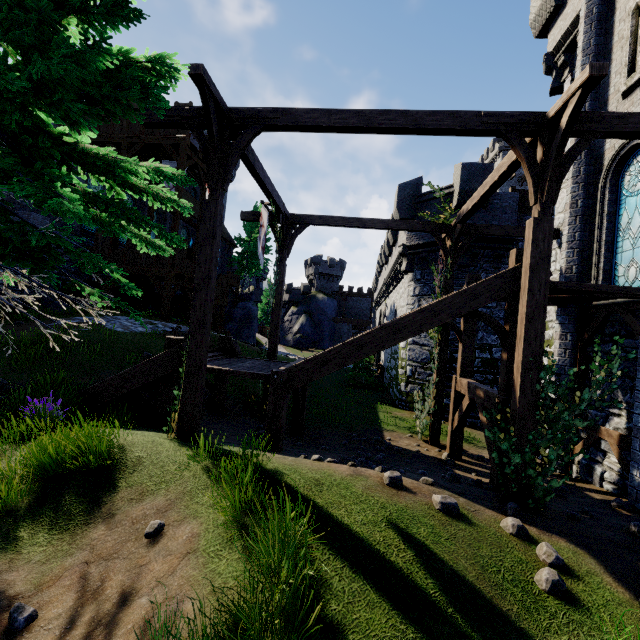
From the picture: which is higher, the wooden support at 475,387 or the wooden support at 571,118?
the wooden support at 571,118

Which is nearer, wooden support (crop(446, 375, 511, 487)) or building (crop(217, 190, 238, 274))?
wooden support (crop(446, 375, 511, 487))

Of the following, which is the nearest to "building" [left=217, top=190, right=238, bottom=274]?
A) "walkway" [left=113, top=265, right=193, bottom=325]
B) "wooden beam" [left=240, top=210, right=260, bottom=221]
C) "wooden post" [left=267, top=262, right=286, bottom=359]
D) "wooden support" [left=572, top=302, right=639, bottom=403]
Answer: "walkway" [left=113, top=265, right=193, bottom=325]

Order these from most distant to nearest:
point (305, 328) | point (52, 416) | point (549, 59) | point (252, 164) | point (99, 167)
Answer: point (305, 328) < point (549, 59) < point (252, 164) < point (52, 416) < point (99, 167)

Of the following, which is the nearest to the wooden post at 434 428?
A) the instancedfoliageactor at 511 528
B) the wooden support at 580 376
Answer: the wooden support at 580 376

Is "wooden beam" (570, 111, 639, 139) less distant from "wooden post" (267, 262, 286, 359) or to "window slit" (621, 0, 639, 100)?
"window slit" (621, 0, 639, 100)

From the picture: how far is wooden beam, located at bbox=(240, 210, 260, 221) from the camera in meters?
12.2

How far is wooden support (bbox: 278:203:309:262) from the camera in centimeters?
1152cm
